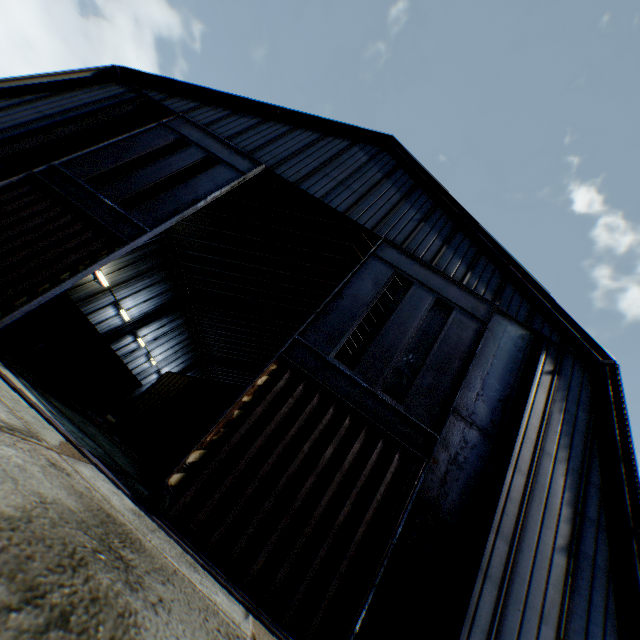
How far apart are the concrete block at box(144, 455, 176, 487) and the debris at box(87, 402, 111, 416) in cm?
817

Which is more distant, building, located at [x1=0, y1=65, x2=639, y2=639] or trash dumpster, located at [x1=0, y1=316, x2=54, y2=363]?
trash dumpster, located at [x1=0, y1=316, x2=54, y2=363]

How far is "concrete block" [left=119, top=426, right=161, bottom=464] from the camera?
15.25m

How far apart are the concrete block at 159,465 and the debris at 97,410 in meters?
8.2

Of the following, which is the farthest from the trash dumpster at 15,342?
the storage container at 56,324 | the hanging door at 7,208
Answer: the hanging door at 7,208

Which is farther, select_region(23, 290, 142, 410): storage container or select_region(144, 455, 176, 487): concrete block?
select_region(23, 290, 142, 410): storage container

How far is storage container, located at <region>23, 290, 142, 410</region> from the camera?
14.3 meters

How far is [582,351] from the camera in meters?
10.8
